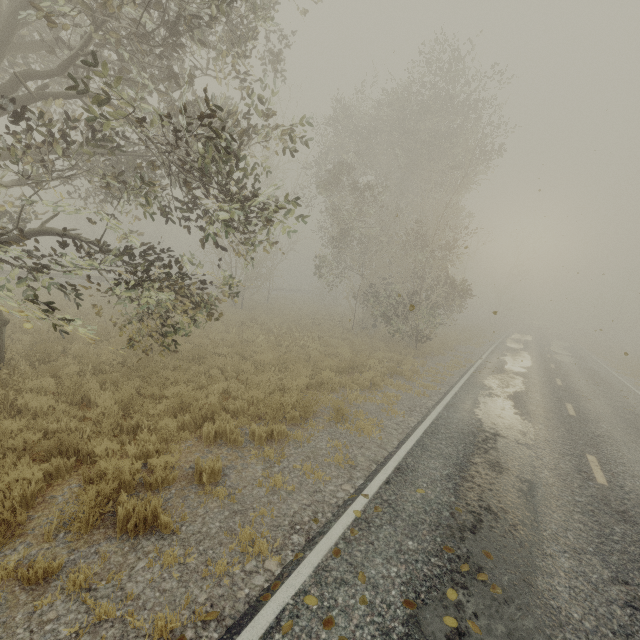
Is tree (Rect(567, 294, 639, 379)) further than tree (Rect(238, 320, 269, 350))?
Yes

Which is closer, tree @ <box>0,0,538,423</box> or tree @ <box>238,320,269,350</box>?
tree @ <box>0,0,538,423</box>

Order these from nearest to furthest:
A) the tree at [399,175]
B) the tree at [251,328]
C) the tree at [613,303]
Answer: the tree at [399,175] → the tree at [251,328] → the tree at [613,303]

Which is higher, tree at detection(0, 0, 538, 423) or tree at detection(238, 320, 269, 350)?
tree at detection(0, 0, 538, 423)

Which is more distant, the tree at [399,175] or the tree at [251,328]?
the tree at [251,328]

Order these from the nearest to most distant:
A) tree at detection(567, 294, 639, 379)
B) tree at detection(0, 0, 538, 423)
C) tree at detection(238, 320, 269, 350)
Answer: tree at detection(0, 0, 538, 423), tree at detection(238, 320, 269, 350), tree at detection(567, 294, 639, 379)

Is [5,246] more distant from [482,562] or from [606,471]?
[606,471]
